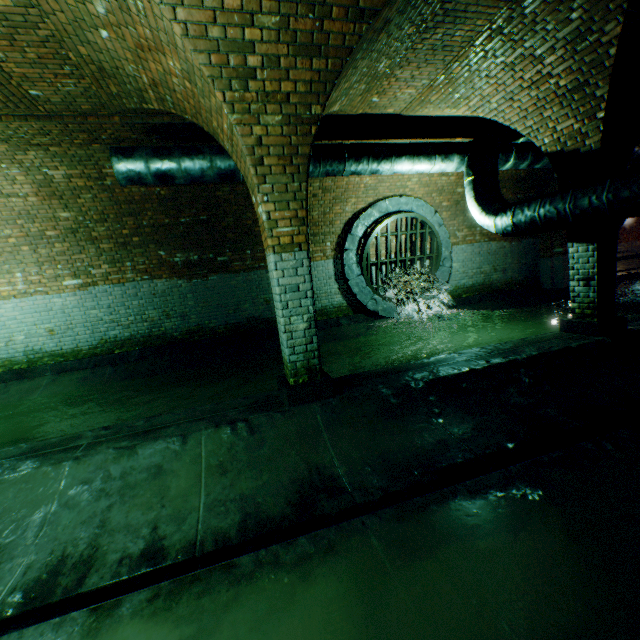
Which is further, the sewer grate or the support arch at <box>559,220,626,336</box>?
the sewer grate

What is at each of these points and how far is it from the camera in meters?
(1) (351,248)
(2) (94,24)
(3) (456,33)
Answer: (1) sewerage pipe, 8.8 m
(2) support arch, 3.2 m
(3) building tunnel, 4.2 m

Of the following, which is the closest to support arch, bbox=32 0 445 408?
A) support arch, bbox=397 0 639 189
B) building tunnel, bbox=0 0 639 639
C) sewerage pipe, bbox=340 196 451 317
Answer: building tunnel, bbox=0 0 639 639

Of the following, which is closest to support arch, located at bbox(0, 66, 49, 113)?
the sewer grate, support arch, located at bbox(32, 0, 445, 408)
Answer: support arch, located at bbox(32, 0, 445, 408)

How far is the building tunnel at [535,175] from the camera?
9.5 meters

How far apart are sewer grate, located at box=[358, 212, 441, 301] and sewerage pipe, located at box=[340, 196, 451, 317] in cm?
1

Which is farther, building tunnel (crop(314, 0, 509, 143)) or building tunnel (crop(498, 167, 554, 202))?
building tunnel (crop(498, 167, 554, 202))

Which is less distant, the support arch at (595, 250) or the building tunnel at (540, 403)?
the building tunnel at (540, 403)
